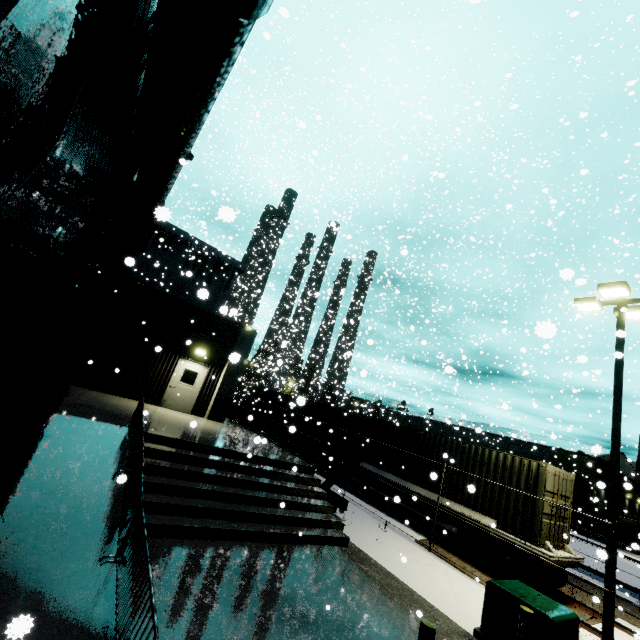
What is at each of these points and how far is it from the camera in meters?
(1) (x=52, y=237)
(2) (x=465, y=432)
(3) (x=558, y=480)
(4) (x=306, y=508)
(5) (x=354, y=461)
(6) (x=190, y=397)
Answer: (1) light, 5.9 m
(2) building, 45.8 m
(3) cargo container door, 11.5 m
(4) building, 10.0 m
(5) ceiling beam support, 11.5 m
(6) door, 15.9 m

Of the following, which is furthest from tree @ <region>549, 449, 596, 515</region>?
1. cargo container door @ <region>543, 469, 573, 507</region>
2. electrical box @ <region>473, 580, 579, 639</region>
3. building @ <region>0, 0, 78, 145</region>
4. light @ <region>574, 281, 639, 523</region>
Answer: electrical box @ <region>473, 580, 579, 639</region>

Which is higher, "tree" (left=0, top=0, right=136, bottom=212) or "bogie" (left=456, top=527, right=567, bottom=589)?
"tree" (left=0, top=0, right=136, bottom=212)

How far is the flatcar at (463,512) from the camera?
10.2 meters

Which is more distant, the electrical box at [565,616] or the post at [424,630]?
the electrical box at [565,616]

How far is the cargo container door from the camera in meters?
11.1

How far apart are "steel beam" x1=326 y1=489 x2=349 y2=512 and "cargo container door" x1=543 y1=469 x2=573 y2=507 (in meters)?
6.29

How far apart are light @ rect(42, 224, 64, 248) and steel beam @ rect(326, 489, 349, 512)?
12.10m
